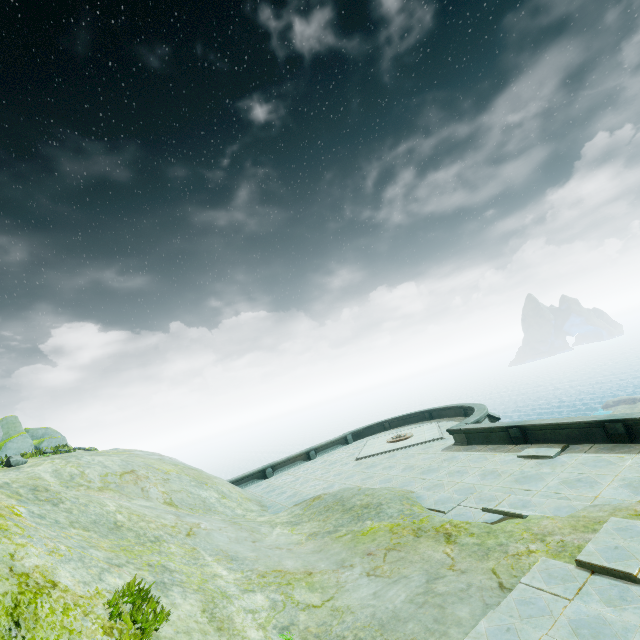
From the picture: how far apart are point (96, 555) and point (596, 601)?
8.2m
